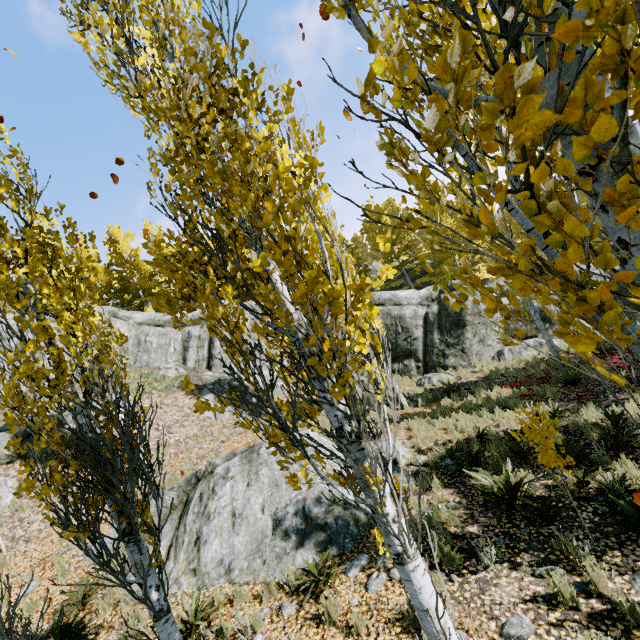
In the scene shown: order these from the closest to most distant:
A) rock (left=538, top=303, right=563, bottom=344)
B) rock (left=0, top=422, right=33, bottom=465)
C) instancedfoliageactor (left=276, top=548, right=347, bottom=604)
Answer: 1. instancedfoliageactor (left=276, top=548, right=347, bottom=604)
2. rock (left=0, top=422, right=33, bottom=465)
3. rock (left=538, top=303, right=563, bottom=344)

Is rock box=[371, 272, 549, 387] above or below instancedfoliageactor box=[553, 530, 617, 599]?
above

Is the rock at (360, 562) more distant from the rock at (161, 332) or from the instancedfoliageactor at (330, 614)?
the instancedfoliageactor at (330, 614)

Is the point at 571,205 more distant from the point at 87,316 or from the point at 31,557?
the point at 31,557

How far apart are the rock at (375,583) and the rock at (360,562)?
0.12m

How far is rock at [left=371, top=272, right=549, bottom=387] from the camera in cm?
1698

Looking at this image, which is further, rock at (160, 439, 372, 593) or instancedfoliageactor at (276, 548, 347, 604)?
rock at (160, 439, 372, 593)
